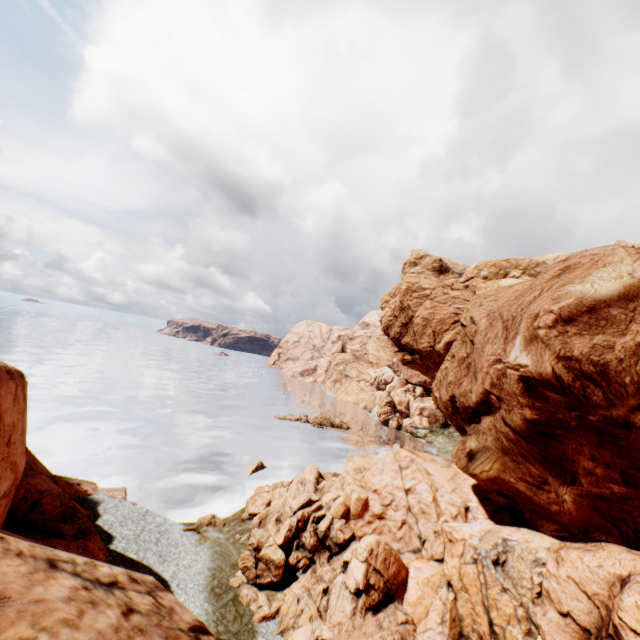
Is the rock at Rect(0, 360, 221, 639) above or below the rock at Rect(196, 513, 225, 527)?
above

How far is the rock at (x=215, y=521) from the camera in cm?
2973

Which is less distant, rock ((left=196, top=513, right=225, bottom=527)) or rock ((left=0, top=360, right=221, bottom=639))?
rock ((left=0, top=360, right=221, bottom=639))

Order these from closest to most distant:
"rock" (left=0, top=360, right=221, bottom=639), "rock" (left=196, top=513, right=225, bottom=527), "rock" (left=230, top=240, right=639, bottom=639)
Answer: "rock" (left=0, top=360, right=221, bottom=639) < "rock" (left=230, top=240, right=639, bottom=639) < "rock" (left=196, top=513, right=225, bottom=527)

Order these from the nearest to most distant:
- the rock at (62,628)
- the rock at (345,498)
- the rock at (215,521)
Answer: the rock at (62,628)
the rock at (345,498)
the rock at (215,521)

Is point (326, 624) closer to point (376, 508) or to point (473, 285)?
point (376, 508)

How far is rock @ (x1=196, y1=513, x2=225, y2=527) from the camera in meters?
29.7
